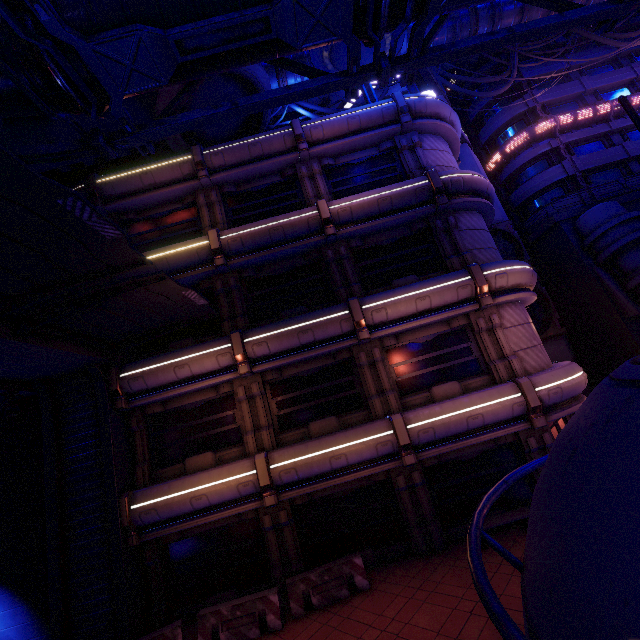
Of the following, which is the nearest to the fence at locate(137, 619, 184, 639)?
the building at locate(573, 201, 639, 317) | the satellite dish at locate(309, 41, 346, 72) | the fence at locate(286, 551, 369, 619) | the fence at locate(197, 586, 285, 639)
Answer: the fence at locate(197, 586, 285, 639)

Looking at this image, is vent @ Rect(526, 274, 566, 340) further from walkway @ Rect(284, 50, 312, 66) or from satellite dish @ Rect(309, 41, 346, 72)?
walkway @ Rect(284, 50, 312, 66)

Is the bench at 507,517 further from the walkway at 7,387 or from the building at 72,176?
the building at 72,176

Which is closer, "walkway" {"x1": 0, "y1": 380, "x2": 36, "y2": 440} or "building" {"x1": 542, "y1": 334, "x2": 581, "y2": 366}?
"walkway" {"x1": 0, "y1": 380, "x2": 36, "y2": 440}

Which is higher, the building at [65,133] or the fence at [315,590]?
the building at [65,133]

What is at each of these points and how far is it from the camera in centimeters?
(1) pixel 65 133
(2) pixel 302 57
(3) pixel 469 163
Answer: (1) building, 1797cm
(2) walkway, 2508cm
(3) building, 2461cm

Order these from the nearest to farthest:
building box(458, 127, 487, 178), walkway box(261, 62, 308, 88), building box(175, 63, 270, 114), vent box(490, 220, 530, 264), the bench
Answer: the bench → building box(175, 63, 270, 114) → vent box(490, 220, 530, 264) → building box(458, 127, 487, 178) → walkway box(261, 62, 308, 88)

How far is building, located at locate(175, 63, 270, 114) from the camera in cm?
1438
